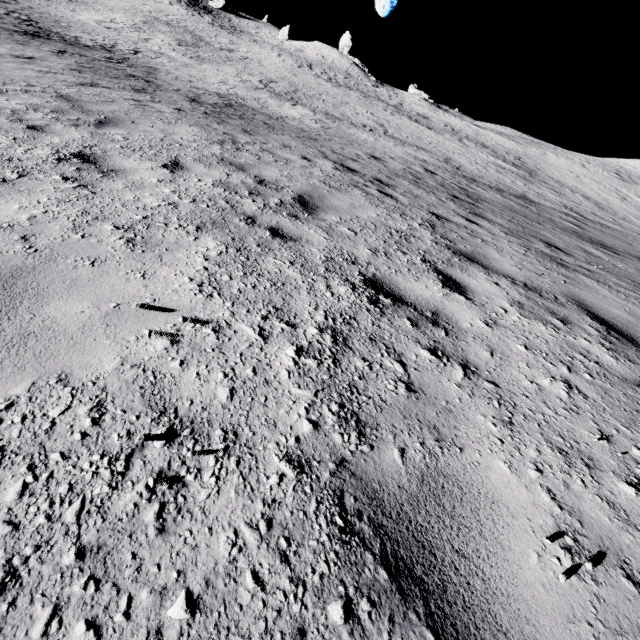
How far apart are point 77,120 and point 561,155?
54.03m
